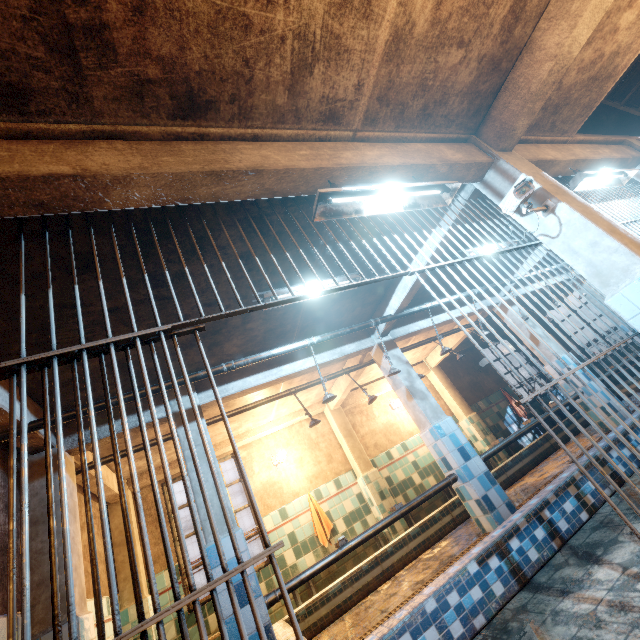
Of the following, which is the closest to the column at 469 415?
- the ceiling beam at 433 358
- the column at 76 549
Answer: the ceiling beam at 433 358

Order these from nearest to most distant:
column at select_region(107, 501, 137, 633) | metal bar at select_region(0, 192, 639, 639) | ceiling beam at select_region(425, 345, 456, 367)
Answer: metal bar at select_region(0, 192, 639, 639), column at select_region(107, 501, 137, 633), ceiling beam at select_region(425, 345, 456, 367)

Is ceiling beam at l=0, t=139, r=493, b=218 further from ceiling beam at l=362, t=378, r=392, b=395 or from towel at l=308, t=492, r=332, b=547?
towel at l=308, t=492, r=332, b=547

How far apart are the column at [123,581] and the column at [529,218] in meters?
6.5 m

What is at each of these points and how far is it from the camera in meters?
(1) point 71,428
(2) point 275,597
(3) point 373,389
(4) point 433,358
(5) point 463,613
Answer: (1) ceiling beam, 3.3
(2) pipe, 2.9
(3) ceiling beam, 7.7
(4) ceiling beam, 8.3
(5) bench, 2.1

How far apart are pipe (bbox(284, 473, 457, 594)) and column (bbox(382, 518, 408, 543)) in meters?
2.6 m

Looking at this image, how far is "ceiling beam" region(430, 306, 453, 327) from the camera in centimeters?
553cm

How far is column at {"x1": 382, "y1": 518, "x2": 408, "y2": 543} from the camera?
5.8 meters
